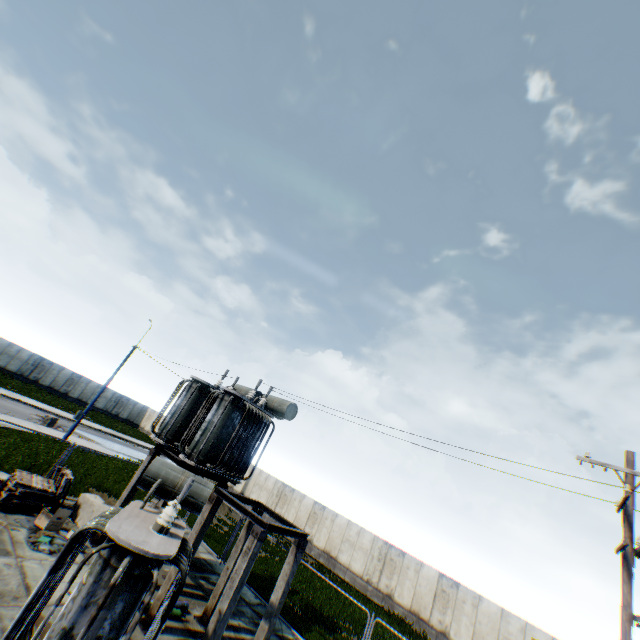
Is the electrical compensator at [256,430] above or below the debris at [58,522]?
above

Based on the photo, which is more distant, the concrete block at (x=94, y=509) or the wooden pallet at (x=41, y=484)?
the concrete block at (x=94, y=509)

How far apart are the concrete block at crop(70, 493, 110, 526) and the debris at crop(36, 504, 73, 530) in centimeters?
81cm

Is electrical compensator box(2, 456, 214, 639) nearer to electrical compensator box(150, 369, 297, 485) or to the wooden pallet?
electrical compensator box(150, 369, 297, 485)

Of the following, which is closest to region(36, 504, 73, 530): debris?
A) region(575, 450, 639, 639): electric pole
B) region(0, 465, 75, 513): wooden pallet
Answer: region(0, 465, 75, 513): wooden pallet

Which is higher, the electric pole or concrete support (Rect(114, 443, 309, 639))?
the electric pole

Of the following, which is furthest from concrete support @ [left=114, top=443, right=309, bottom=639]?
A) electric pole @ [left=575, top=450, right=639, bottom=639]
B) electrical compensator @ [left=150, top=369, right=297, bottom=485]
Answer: electric pole @ [left=575, top=450, right=639, bottom=639]

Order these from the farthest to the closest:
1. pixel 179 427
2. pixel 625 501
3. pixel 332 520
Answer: pixel 332 520
pixel 179 427
pixel 625 501
